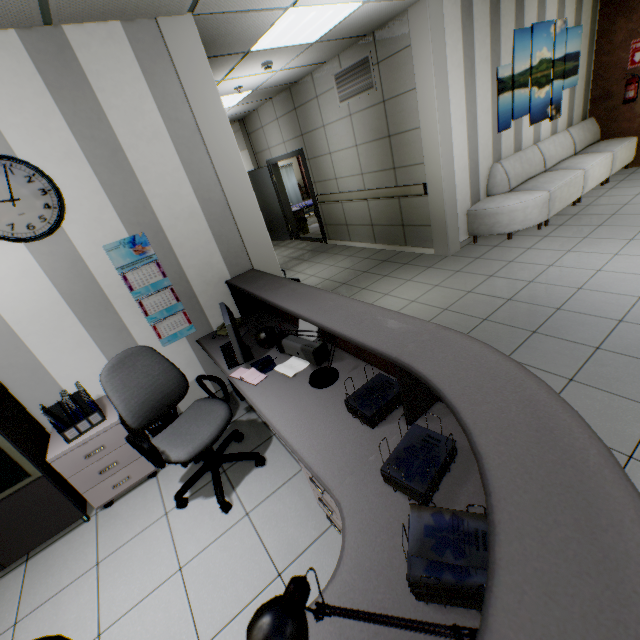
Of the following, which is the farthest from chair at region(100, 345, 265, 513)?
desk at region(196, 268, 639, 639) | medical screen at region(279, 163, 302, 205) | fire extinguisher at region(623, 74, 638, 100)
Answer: medical screen at region(279, 163, 302, 205)

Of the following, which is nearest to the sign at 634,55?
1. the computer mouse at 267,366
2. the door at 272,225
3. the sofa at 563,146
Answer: the sofa at 563,146

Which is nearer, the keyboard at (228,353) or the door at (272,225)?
the keyboard at (228,353)

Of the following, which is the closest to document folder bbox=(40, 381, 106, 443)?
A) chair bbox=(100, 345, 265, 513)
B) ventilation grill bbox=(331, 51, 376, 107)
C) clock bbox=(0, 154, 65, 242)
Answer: chair bbox=(100, 345, 265, 513)

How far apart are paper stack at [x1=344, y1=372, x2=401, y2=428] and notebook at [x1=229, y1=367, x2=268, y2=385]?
0.8m

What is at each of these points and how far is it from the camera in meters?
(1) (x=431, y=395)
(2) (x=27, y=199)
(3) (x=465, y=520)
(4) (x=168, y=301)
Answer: (1) desk, 1.7
(2) clock, 2.3
(3) paper stack, 1.1
(4) calendar, 3.0

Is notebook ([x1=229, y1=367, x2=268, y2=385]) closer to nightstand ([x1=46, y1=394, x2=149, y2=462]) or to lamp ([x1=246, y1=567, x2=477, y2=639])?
nightstand ([x1=46, y1=394, x2=149, y2=462])

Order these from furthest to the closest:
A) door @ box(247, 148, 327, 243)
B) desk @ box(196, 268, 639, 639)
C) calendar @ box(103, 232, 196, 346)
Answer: door @ box(247, 148, 327, 243) < calendar @ box(103, 232, 196, 346) < desk @ box(196, 268, 639, 639)
